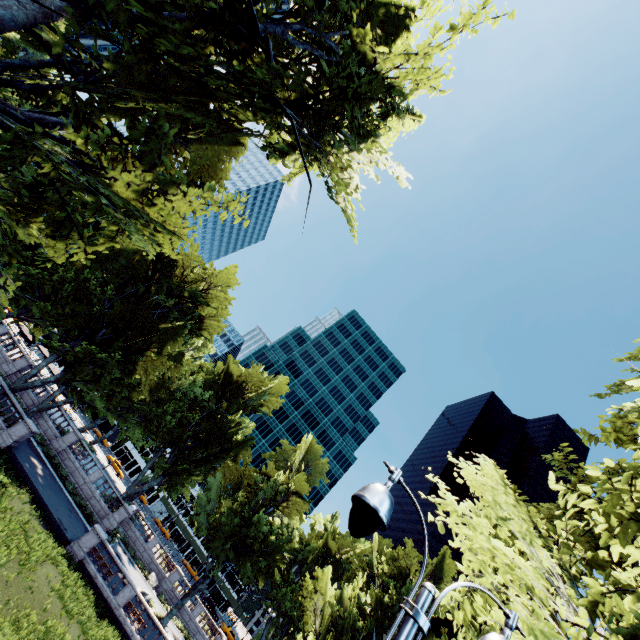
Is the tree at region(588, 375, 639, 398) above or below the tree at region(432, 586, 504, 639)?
above

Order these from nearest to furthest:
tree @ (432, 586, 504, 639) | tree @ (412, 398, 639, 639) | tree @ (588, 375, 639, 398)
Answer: tree @ (432, 586, 504, 639) → tree @ (412, 398, 639, 639) → tree @ (588, 375, 639, 398)

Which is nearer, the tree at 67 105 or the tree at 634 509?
the tree at 634 509

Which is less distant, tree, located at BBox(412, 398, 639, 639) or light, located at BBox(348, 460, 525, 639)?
light, located at BBox(348, 460, 525, 639)

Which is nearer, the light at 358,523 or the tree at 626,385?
the light at 358,523

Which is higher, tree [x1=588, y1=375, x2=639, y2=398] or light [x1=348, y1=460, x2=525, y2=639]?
tree [x1=588, y1=375, x2=639, y2=398]

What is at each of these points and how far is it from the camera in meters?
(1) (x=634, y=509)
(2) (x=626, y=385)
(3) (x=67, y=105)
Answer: (1) tree, 6.0
(2) tree, 12.9
(3) tree, 6.7
